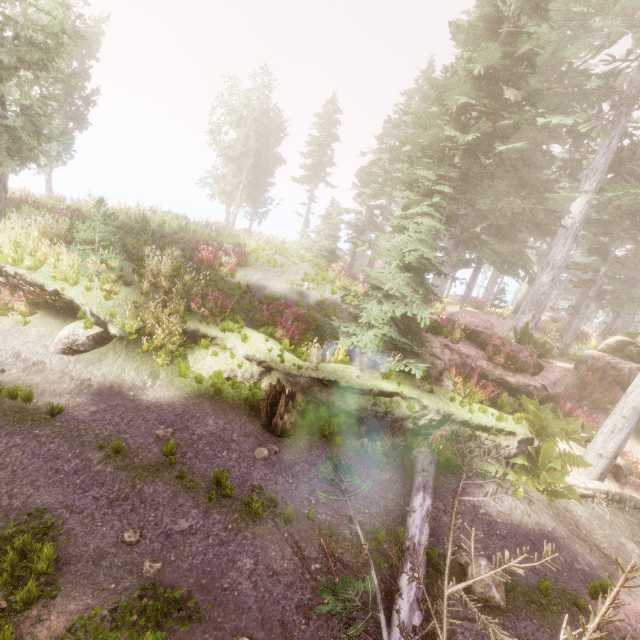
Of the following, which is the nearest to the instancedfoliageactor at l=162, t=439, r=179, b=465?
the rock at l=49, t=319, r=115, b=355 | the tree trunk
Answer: the tree trunk

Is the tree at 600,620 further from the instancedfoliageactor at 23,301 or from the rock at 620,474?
the rock at 620,474

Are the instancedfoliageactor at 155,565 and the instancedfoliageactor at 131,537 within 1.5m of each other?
yes

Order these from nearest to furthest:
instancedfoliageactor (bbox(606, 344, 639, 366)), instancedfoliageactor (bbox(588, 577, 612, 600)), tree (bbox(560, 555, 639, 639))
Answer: tree (bbox(560, 555, 639, 639)) < instancedfoliageactor (bbox(588, 577, 612, 600)) < instancedfoliageactor (bbox(606, 344, 639, 366))

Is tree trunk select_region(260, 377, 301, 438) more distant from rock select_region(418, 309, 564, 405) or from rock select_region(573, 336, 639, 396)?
rock select_region(573, 336, 639, 396)

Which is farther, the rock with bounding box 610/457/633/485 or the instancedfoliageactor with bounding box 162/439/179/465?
the rock with bounding box 610/457/633/485

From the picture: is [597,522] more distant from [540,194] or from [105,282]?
[105,282]

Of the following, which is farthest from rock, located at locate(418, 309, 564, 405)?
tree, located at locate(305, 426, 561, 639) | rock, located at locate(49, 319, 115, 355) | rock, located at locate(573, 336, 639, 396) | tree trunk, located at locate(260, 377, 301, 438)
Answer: rock, located at locate(49, 319, 115, 355)
